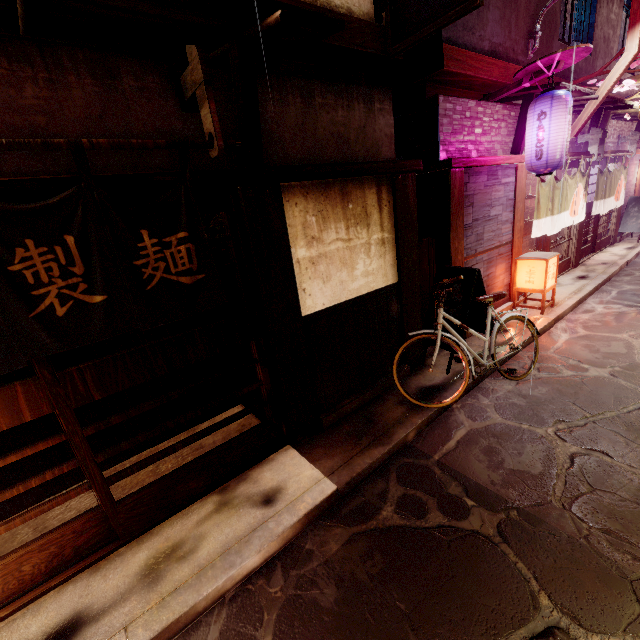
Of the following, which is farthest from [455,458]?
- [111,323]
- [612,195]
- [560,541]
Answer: [612,195]

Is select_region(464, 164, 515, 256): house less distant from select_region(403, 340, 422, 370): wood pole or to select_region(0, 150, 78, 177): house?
select_region(0, 150, 78, 177): house

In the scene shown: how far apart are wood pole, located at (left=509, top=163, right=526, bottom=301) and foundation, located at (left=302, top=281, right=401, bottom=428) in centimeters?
637cm

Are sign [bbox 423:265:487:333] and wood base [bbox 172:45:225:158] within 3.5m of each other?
no

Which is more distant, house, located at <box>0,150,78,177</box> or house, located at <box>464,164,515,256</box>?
house, located at <box>464,164,515,256</box>

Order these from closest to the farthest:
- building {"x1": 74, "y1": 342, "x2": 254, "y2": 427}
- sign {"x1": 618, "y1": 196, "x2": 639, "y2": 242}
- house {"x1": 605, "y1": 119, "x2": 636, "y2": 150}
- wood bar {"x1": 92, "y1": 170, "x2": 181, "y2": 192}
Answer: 1. wood bar {"x1": 92, "y1": 170, "x2": 181, "y2": 192}
2. building {"x1": 74, "y1": 342, "x2": 254, "y2": 427}
3. house {"x1": 605, "y1": 119, "x2": 636, "y2": 150}
4. sign {"x1": 618, "y1": 196, "x2": 639, "y2": 242}

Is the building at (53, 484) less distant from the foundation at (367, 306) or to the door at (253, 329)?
the door at (253, 329)

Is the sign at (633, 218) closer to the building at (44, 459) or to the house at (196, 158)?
the house at (196, 158)
